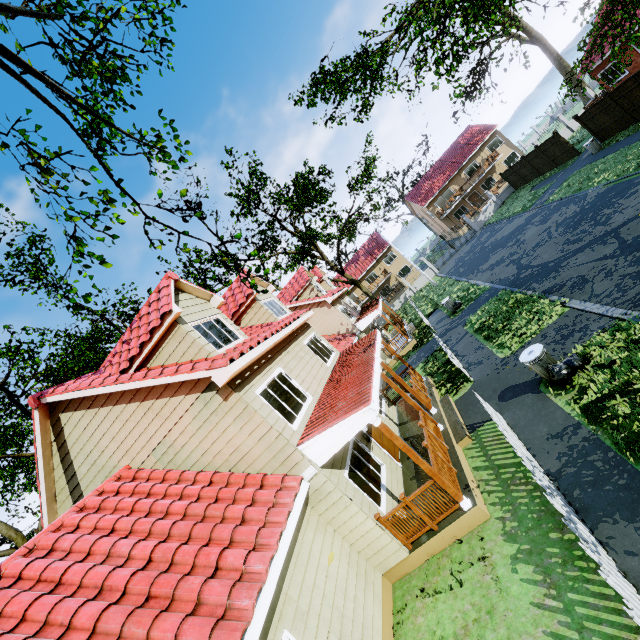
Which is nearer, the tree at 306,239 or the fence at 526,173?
the tree at 306,239

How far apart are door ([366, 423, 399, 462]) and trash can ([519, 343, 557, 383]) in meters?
4.9

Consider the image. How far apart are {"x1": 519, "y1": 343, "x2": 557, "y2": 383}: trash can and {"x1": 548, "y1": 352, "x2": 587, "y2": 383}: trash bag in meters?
0.0

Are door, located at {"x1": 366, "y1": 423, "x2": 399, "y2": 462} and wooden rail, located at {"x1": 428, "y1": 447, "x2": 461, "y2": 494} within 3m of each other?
yes

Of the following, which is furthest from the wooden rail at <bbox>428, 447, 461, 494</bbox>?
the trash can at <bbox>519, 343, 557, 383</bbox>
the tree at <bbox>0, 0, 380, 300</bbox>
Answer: the tree at <bbox>0, 0, 380, 300</bbox>

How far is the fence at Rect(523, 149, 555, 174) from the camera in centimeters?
2723cm

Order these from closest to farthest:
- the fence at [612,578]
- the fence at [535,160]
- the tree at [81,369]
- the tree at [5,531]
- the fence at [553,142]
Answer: the fence at [612,578] → the tree at [81,369] → the fence at [553,142] → the fence at [535,160] → the tree at [5,531]

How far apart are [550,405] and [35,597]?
10.7 meters
